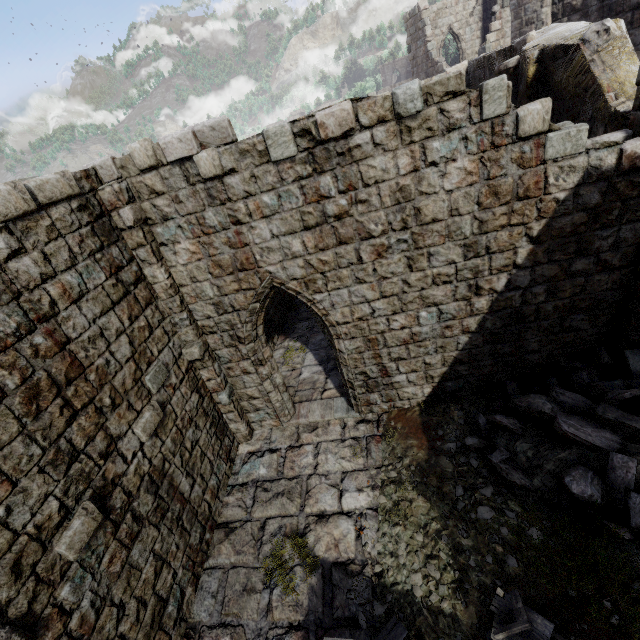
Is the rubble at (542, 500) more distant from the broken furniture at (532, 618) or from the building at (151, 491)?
the broken furniture at (532, 618)

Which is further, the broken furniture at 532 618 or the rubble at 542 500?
the rubble at 542 500

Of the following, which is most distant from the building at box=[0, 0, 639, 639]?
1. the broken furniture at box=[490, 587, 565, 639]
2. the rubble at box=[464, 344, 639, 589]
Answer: the broken furniture at box=[490, 587, 565, 639]

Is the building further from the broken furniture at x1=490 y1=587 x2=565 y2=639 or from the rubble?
the broken furniture at x1=490 y1=587 x2=565 y2=639

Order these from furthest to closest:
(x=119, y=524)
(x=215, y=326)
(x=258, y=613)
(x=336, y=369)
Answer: (x=336, y=369), (x=215, y=326), (x=258, y=613), (x=119, y=524)

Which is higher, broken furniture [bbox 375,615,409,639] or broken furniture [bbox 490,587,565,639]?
broken furniture [bbox 490,587,565,639]
